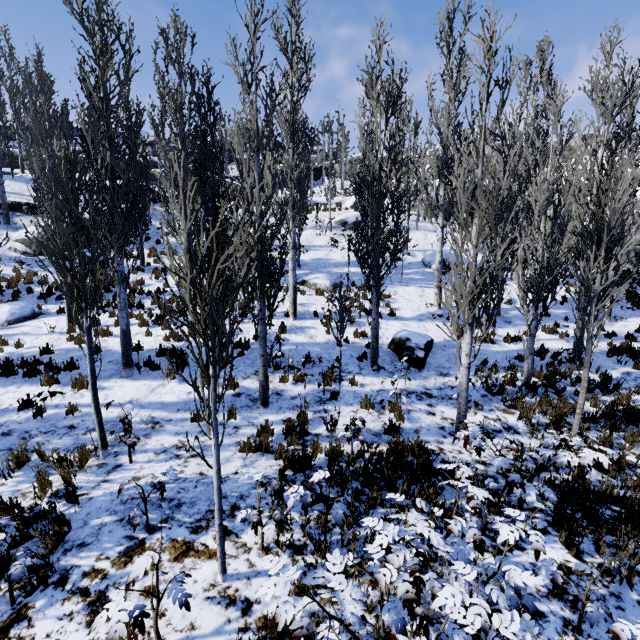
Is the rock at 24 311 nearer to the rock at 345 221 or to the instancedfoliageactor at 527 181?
the instancedfoliageactor at 527 181

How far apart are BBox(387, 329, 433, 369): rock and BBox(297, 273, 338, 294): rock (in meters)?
4.98

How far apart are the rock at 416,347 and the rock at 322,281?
5.0 meters

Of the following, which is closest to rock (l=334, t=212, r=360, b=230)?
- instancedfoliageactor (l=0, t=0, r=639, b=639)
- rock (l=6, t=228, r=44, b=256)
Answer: instancedfoliageactor (l=0, t=0, r=639, b=639)

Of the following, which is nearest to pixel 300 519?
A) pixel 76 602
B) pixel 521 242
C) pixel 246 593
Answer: pixel 246 593

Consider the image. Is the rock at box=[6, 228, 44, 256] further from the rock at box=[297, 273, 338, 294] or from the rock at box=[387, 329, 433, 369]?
the rock at box=[387, 329, 433, 369]

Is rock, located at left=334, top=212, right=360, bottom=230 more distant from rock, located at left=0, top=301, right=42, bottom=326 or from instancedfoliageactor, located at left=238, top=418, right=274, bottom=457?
rock, located at left=0, top=301, right=42, bottom=326

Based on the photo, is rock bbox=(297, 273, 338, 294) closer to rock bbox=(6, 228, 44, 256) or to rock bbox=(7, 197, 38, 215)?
rock bbox=(6, 228, 44, 256)
